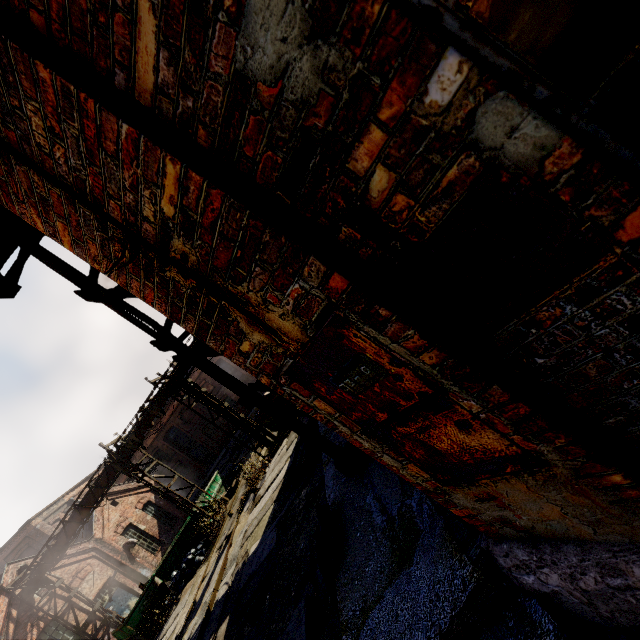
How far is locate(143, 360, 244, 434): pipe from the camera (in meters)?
15.61

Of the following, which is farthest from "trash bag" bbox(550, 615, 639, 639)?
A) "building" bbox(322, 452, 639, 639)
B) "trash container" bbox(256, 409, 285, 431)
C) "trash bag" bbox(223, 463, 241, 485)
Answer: "trash bag" bbox(223, 463, 241, 485)

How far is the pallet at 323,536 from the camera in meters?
2.9 m

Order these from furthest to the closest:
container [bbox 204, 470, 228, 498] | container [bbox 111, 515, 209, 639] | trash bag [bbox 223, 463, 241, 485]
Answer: trash bag [bbox 223, 463, 241, 485] < container [bbox 204, 470, 228, 498] < container [bbox 111, 515, 209, 639]

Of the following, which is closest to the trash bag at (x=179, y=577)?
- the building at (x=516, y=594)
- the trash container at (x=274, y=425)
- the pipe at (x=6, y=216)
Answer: the pipe at (x=6, y=216)

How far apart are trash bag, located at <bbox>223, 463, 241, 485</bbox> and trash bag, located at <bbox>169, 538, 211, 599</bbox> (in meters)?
6.26

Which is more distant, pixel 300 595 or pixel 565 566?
pixel 300 595

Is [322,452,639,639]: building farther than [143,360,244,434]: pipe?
No
